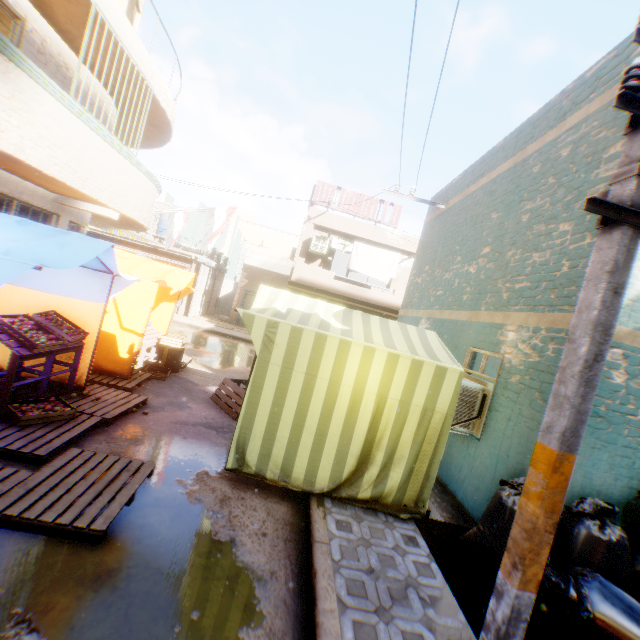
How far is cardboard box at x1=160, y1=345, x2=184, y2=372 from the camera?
8.28m

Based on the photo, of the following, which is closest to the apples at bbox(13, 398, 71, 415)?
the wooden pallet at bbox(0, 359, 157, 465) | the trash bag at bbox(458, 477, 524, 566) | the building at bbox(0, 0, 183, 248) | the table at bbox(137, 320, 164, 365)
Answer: the wooden pallet at bbox(0, 359, 157, 465)

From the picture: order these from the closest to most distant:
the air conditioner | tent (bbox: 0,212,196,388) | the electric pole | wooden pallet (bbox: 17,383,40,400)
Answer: the electric pole < tent (bbox: 0,212,196,388) < wooden pallet (bbox: 17,383,40,400) < the air conditioner

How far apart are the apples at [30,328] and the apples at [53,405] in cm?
77

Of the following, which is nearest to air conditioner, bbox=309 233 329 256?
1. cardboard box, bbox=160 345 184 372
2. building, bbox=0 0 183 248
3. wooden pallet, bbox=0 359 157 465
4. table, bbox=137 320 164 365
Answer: building, bbox=0 0 183 248

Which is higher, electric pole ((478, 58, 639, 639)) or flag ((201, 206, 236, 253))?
flag ((201, 206, 236, 253))

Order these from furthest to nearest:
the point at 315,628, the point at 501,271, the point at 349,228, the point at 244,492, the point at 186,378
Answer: the point at 349,228, the point at 186,378, the point at 501,271, the point at 244,492, the point at 315,628

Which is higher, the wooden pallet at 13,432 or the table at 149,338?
the table at 149,338
